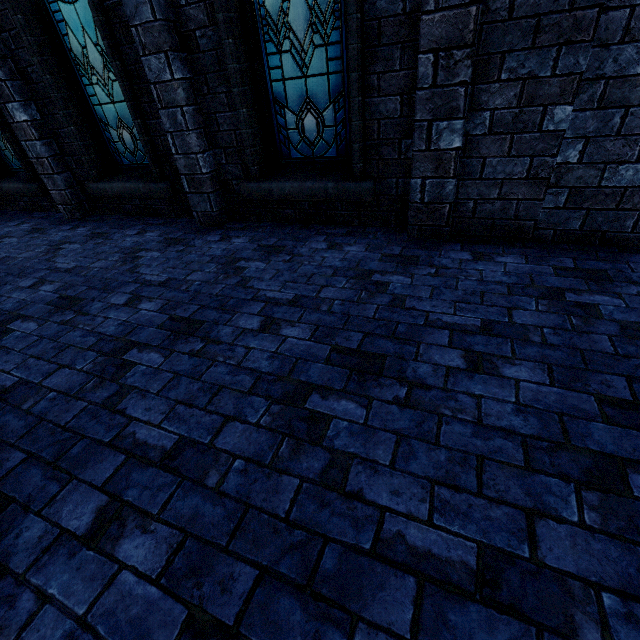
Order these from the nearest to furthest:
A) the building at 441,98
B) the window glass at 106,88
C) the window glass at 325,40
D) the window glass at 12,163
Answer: the building at 441,98, the window glass at 325,40, the window glass at 106,88, the window glass at 12,163

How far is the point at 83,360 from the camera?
2.4m

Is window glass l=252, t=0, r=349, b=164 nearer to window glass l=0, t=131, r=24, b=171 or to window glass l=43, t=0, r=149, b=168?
window glass l=43, t=0, r=149, b=168

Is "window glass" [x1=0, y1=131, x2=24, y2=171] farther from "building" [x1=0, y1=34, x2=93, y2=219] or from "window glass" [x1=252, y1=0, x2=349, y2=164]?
"window glass" [x1=252, y1=0, x2=349, y2=164]

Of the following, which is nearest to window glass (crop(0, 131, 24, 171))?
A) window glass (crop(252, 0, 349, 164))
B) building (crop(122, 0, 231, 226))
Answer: building (crop(122, 0, 231, 226))

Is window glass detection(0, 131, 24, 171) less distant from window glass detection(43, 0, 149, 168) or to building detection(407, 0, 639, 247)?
building detection(407, 0, 639, 247)

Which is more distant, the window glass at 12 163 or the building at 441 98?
the window glass at 12 163

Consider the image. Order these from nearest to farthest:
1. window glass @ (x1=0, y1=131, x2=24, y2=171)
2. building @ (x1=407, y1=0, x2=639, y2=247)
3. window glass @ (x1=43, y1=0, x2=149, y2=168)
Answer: building @ (x1=407, y1=0, x2=639, y2=247)
window glass @ (x1=43, y1=0, x2=149, y2=168)
window glass @ (x1=0, y1=131, x2=24, y2=171)
